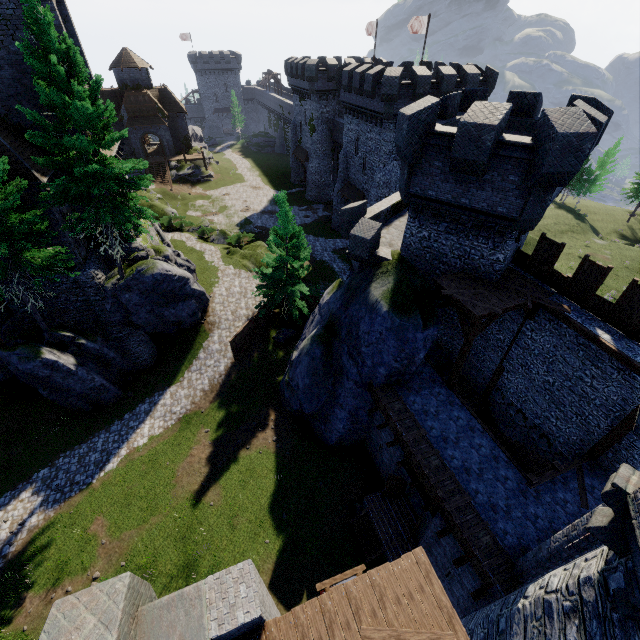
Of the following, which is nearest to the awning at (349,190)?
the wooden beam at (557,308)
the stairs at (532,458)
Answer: the wooden beam at (557,308)

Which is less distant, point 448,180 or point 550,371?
point 448,180

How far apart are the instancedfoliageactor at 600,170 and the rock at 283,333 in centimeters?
5357cm

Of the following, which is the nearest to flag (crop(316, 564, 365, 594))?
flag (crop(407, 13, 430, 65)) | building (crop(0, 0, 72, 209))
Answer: building (crop(0, 0, 72, 209))

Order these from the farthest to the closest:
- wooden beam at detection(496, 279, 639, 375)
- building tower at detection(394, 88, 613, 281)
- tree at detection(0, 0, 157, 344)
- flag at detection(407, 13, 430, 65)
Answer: flag at detection(407, 13, 430, 65) → tree at detection(0, 0, 157, 344) → wooden beam at detection(496, 279, 639, 375) → building tower at detection(394, 88, 613, 281)

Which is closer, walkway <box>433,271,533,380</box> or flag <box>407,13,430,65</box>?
walkway <box>433,271,533,380</box>

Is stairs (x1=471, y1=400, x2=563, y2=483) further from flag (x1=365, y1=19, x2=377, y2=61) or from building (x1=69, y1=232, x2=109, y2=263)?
flag (x1=365, y1=19, x2=377, y2=61)

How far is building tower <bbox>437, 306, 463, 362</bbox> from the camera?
17.3m
